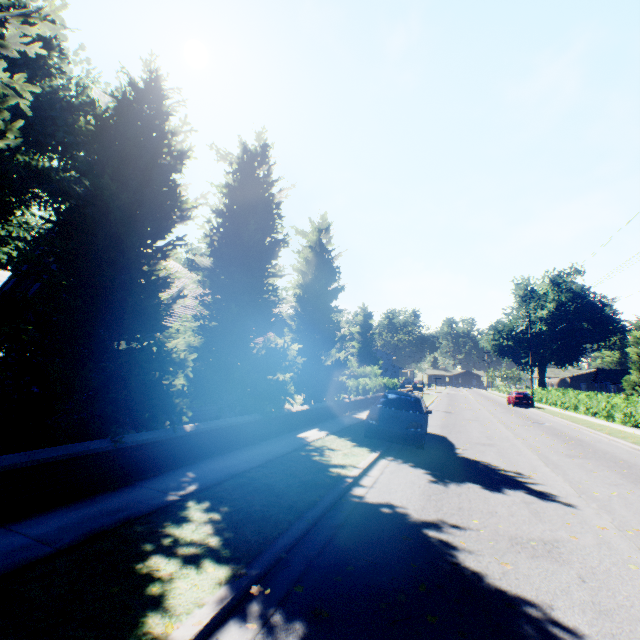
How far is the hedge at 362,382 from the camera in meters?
21.7

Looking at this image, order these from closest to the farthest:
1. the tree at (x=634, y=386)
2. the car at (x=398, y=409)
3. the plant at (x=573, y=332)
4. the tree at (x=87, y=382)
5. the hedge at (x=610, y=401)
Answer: the tree at (x=87, y=382) → the car at (x=398, y=409) → the hedge at (x=610, y=401) → the tree at (x=634, y=386) → the plant at (x=573, y=332)

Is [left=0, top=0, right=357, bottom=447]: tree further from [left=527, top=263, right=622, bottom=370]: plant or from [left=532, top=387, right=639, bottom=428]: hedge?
[left=527, top=263, right=622, bottom=370]: plant

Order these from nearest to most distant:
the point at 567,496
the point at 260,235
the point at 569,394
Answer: the point at 567,496, the point at 260,235, the point at 569,394

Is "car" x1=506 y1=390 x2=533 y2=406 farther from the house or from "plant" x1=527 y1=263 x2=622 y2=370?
the house

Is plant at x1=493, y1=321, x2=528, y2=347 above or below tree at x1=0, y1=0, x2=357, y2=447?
above

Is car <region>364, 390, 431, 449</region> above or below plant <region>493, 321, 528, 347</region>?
below

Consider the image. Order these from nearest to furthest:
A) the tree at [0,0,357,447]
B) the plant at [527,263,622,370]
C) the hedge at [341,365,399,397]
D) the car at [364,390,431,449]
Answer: the tree at [0,0,357,447] → the car at [364,390,431,449] → the hedge at [341,365,399,397] → the plant at [527,263,622,370]
